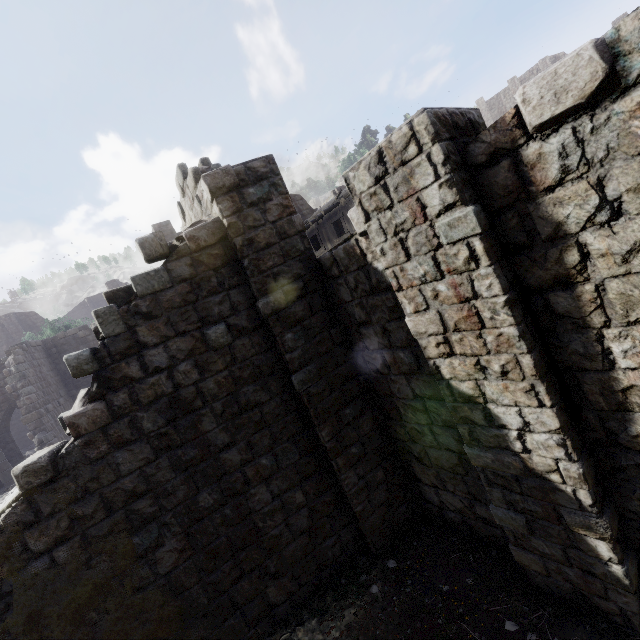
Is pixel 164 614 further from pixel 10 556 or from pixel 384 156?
pixel 384 156
